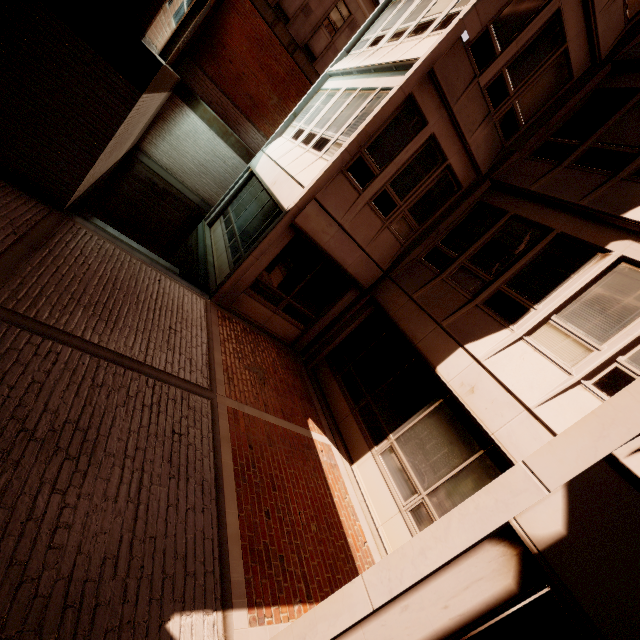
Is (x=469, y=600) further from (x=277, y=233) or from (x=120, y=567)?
(x=277, y=233)
